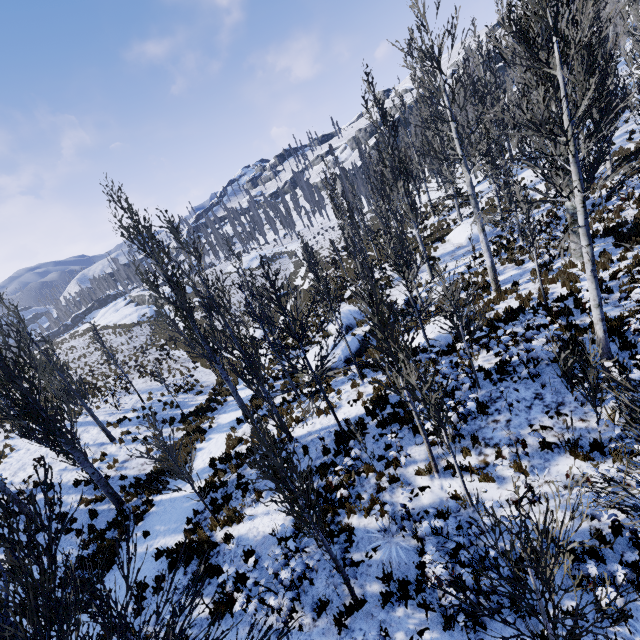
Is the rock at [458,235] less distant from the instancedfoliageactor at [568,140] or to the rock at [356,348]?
the instancedfoliageactor at [568,140]

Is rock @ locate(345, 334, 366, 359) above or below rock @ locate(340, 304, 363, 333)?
below

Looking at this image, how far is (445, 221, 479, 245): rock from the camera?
22.7m

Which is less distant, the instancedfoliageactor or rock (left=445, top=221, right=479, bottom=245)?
the instancedfoliageactor

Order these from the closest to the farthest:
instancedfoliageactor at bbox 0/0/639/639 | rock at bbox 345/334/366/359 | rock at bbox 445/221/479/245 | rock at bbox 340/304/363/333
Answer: instancedfoliageactor at bbox 0/0/639/639 → rock at bbox 345/334/366/359 → rock at bbox 340/304/363/333 → rock at bbox 445/221/479/245

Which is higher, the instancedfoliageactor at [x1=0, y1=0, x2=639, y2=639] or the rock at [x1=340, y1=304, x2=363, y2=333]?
the instancedfoliageactor at [x1=0, y1=0, x2=639, y2=639]

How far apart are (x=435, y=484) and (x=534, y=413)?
2.97m

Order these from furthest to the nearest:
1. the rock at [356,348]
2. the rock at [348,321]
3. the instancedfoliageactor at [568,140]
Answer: the rock at [348,321]
the rock at [356,348]
the instancedfoliageactor at [568,140]
